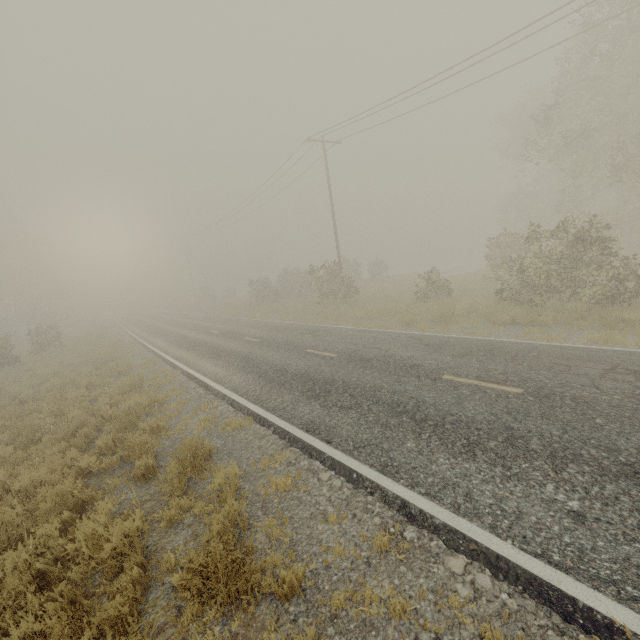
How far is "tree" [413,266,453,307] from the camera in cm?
1828

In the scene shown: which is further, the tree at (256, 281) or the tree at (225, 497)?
the tree at (256, 281)

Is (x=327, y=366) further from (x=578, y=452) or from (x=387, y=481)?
(x=578, y=452)

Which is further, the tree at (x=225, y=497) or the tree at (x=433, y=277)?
the tree at (x=433, y=277)

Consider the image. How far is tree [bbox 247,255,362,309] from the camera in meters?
24.1

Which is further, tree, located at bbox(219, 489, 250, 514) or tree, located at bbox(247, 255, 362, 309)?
tree, located at bbox(247, 255, 362, 309)

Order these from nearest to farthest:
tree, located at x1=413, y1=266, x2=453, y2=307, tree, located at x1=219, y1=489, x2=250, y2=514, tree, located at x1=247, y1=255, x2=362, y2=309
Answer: tree, located at x1=219, y1=489, x2=250, y2=514 < tree, located at x1=413, y1=266, x2=453, y2=307 < tree, located at x1=247, y1=255, x2=362, y2=309
